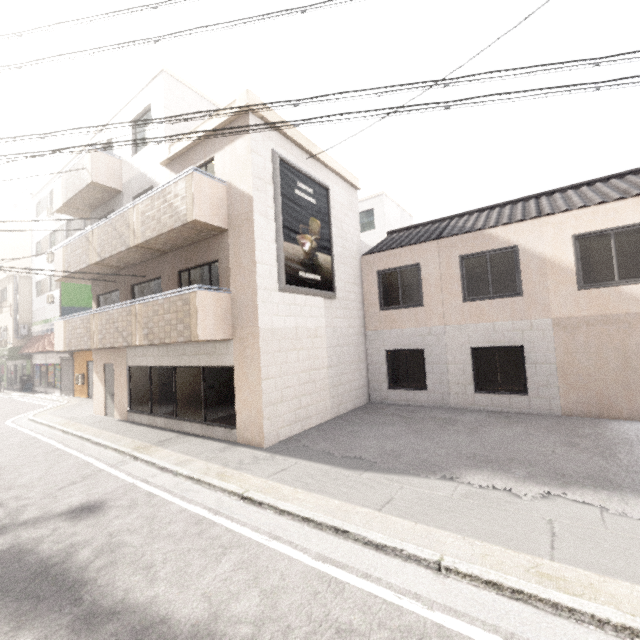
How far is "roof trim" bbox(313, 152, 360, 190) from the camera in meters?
11.0

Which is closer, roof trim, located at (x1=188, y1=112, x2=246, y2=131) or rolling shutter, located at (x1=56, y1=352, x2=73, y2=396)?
roof trim, located at (x1=188, y1=112, x2=246, y2=131)

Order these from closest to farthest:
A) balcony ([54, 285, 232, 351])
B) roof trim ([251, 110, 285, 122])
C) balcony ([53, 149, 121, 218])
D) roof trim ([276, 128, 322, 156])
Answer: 1. balcony ([54, 285, 232, 351])
2. roof trim ([251, 110, 285, 122])
3. roof trim ([276, 128, 322, 156])
4. balcony ([53, 149, 121, 218])

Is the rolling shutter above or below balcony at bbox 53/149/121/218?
below

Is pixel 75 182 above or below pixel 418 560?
above

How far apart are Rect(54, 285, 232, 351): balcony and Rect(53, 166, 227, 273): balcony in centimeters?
158cm

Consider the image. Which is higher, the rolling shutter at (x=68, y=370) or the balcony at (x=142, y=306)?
the balcony at (x=142, y=306)

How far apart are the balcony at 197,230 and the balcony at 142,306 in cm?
158
